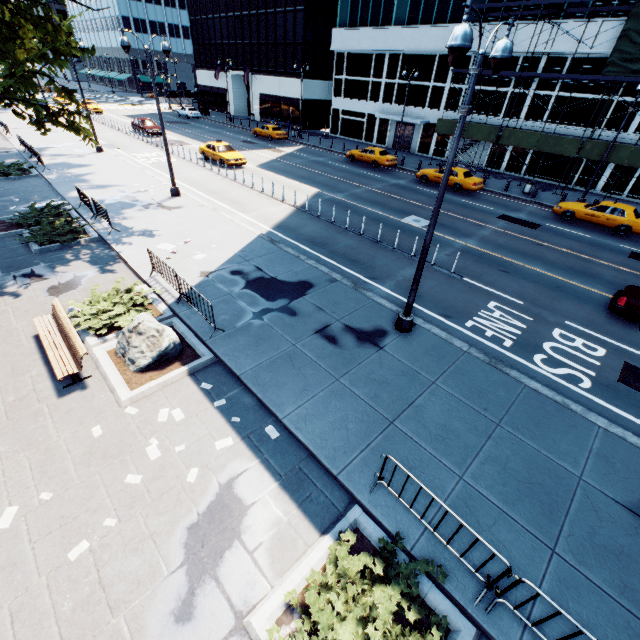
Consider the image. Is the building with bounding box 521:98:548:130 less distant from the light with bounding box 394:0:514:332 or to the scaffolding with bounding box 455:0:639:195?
the scaffolding with bounding box 455:0:639:195

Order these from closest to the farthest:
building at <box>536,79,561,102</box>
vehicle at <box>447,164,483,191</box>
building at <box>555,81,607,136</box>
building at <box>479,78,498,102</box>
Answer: vehicle at <box>447,164,483,191</box> < building at <box>555,81,607,136</box> < building at <box>536,79,561,102</box> < building at <box>479,78,498,102</box>

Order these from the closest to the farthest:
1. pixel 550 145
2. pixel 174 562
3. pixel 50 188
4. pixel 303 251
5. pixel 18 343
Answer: pixel 174 562 < pixel 18 343 < pixel 303 251 < pixel 50 188 < pixel 550 145

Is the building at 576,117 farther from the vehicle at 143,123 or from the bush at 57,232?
the bush at 57,232

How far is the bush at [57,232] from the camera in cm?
1335

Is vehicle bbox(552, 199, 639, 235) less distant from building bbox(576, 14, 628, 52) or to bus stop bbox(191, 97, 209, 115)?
building bbox(576, 14, 628, 52)

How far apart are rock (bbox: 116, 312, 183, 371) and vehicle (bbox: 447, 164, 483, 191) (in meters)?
23.95

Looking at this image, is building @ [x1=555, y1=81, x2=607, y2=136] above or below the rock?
above
